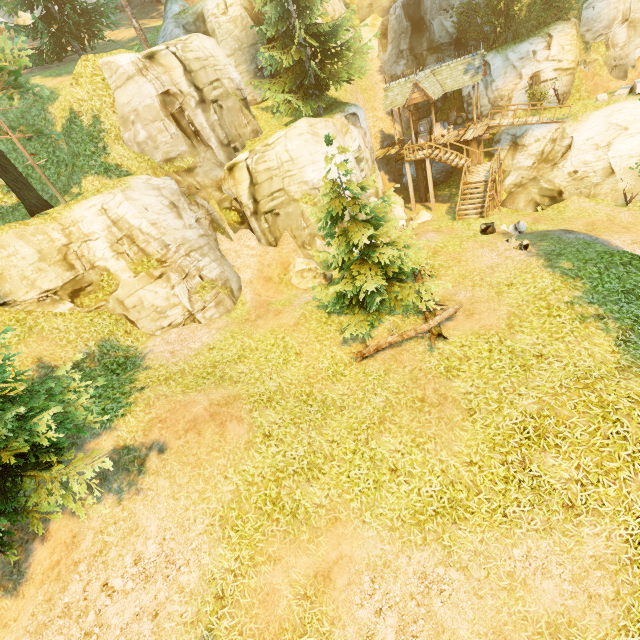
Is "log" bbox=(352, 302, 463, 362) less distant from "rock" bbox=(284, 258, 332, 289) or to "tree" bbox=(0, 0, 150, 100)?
"tree" bbox=(0, 0, 150, 100)

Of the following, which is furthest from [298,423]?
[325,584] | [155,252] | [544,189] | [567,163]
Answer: [567,163]

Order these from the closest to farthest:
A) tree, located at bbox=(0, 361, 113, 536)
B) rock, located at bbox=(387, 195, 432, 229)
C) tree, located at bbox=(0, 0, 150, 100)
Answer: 1. tree, located at bbox=(0, 361, 113, 536)
2. tree, located at bbox=(0, 0, 150, 100)
3. rock, located at bbox=(387, 195, 432, 229)

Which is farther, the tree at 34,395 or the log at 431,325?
the log at 431,325

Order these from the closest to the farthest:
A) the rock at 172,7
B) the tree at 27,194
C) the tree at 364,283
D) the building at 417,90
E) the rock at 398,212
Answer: the tree at 364,283 < the tree at 27,194 < the rock at 172,7 < the rock at 398,212 < the building at 417,90

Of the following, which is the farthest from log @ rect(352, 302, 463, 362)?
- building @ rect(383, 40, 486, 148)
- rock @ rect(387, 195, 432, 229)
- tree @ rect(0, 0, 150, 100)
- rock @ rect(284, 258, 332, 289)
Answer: building @ rect(383, 40, 486, 148)

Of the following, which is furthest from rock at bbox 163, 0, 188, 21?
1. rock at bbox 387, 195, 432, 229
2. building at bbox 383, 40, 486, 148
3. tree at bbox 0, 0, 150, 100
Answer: rock at bbox 387, 195, 432, 229

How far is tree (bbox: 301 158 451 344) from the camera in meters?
10.8 m
